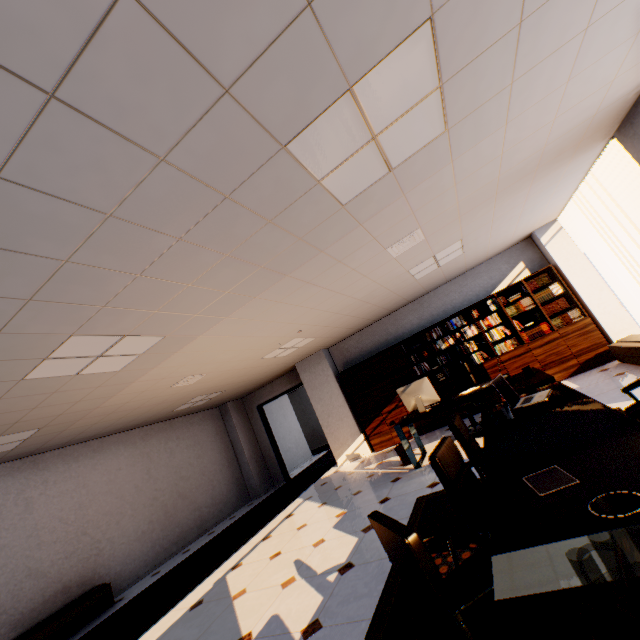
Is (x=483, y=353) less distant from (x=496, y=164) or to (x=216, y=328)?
(x=496, y=164)

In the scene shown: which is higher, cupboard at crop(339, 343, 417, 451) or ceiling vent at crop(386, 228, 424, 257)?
ceiling vent at crop(386, 228, 424, 257)

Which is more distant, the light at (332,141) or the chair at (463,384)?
the chair at (463,384)

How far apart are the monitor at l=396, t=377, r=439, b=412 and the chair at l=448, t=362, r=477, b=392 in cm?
61

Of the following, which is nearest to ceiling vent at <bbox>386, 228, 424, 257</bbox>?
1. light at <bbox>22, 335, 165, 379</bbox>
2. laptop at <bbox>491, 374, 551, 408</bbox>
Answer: laptop at <bbox>491, 374, 551, 408</bbox>

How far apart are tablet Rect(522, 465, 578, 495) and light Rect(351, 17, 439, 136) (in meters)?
2.24

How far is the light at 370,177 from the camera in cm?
237

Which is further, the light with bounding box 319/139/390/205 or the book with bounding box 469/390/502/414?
the book with bounding box 469/390/502/414
